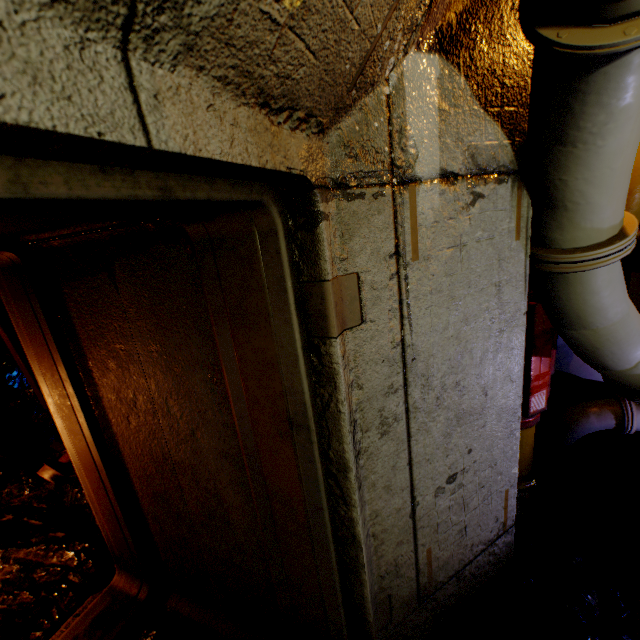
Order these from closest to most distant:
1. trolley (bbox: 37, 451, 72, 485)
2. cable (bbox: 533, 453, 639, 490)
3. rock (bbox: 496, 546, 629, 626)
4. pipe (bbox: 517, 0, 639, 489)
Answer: pipe (bbox: 517, 0, 639, 489) → rock (bbox: 496, 546, 629, 626) → cable (bbox: 533, 453, 639, 490) → trolley (bbox: 37, 451, 72, 485)

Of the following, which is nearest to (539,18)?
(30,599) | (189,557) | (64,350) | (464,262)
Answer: (464,262)

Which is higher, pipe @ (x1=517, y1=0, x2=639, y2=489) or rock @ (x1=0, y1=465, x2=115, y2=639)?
pipe @ (x1=517, y1=0, x2=639, y2=489)

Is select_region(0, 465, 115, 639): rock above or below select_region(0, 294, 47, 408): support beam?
below

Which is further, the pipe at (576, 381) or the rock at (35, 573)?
the rock at (35, 573)

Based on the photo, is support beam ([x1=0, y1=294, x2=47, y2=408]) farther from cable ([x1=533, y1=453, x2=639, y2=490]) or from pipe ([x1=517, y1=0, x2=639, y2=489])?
cable ([x1=533, y1=453, x2=639, y2=490])

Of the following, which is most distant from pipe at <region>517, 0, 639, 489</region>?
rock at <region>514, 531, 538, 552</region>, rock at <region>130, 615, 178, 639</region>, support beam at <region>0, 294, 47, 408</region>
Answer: support beam at <region>0, 294, 47, 408</region>

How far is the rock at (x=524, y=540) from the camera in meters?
2.2
